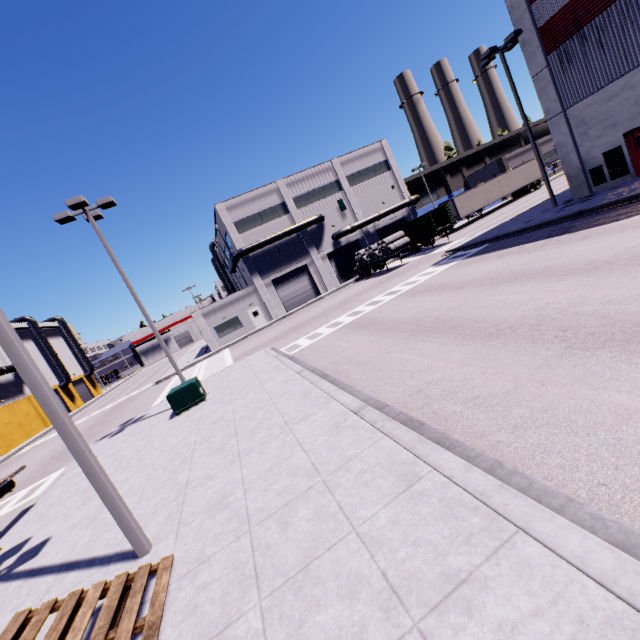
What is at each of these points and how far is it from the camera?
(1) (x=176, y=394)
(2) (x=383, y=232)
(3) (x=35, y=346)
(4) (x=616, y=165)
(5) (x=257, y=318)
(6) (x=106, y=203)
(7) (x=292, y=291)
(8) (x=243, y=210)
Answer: (1) electrical box, 13.8 meters
(2) roll-up door, 44.1 meters
(3) building, 51.2 meters
(4) electrical box, 17.0 meters
(5) door, 38.7 meters
(6) light, 14.2 meters
(7) roll-up door, 40.2 meters
(8) building, 38.2 meters

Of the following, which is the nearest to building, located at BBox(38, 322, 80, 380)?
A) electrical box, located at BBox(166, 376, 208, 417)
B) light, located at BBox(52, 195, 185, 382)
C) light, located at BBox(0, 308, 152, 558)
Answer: light, located at BBox(0, 308, 152, 558)

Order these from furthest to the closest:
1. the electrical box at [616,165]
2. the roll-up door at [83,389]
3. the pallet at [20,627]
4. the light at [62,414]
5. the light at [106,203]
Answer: the roll-up door at [83,389] → the electrical box at [616,165] → the light at [106,203] → the light at [62,414] → the pallet at [20,627]

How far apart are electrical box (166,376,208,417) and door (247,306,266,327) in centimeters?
2336cm

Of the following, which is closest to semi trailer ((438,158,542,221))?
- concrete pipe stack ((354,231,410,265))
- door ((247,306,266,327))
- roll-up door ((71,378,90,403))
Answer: concrete pipe stack ((354,231,410,265))

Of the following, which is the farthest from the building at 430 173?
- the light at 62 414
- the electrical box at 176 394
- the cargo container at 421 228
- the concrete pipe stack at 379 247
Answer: the electrical box at 176 394

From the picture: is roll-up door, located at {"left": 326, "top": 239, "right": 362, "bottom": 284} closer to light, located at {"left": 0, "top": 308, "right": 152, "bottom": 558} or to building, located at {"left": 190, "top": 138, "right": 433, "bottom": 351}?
building, located at {"left": 190, "top": 138, "right": 433, "bottom": 351}

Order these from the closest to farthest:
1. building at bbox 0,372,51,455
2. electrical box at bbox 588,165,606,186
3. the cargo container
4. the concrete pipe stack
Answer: electrical box at bbox 588,165,606,186 → the concrete pipe stack → the cargo container → building at bbox 0,372,51,455
